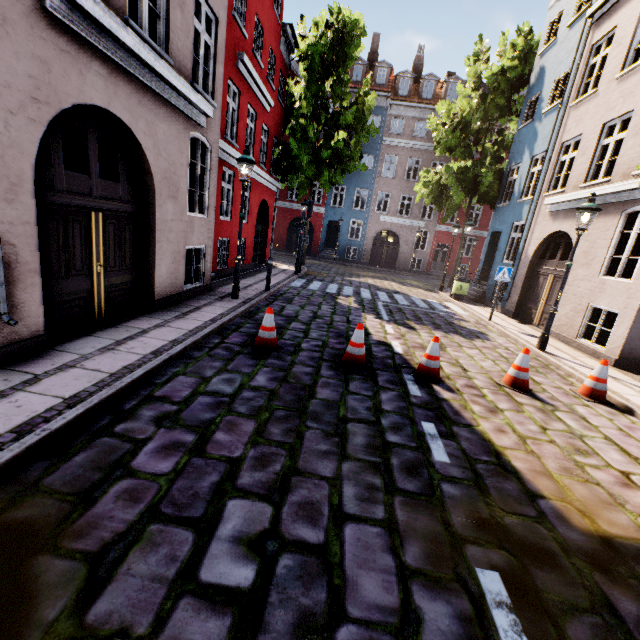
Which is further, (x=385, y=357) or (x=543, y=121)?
(x=543, y=121)

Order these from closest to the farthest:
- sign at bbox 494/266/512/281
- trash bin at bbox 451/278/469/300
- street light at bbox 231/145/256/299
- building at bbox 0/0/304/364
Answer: building at bbox 0/0/304/364, street light at bbox 231/145/256/299, sign at bbox 494/266/512/281, trash bin at bbox 451/278/469/300

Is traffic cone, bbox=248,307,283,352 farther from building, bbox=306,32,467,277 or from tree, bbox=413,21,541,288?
tree, bbox=413,21,541,288

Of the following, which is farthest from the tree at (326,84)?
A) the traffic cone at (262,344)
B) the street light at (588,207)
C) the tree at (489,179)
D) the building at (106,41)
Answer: the traffic cone at (262,344)

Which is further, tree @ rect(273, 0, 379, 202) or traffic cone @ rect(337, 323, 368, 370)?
tree @ rect(273, 0, 379, 202)

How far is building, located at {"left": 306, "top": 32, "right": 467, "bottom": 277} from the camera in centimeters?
2658cm

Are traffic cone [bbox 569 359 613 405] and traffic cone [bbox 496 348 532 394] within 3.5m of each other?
yes

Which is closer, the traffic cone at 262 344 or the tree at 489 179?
the traffic cone at 262 344
